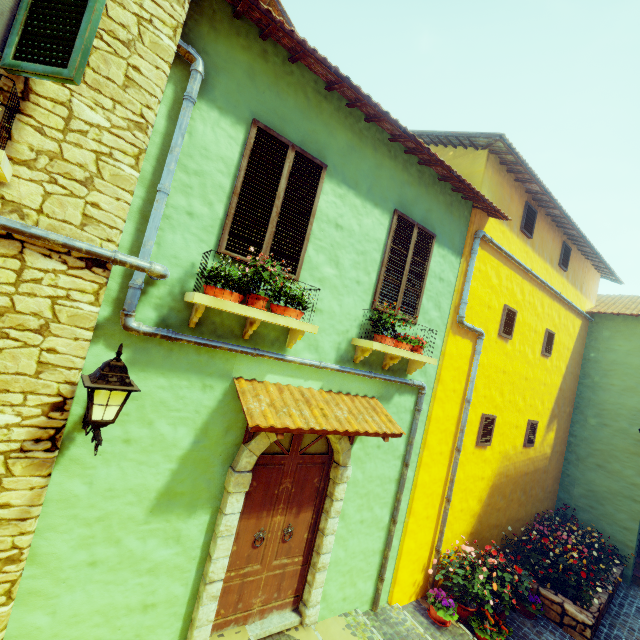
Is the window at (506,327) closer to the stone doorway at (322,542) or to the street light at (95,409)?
the stone doorway at (322,542)

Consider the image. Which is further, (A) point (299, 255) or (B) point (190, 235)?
(A) point (299, 255)

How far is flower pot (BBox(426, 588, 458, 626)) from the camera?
5.7 meters

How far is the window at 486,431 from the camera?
7.1 meters

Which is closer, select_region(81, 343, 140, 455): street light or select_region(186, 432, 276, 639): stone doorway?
select_region(81, 343, 140, 455): street light

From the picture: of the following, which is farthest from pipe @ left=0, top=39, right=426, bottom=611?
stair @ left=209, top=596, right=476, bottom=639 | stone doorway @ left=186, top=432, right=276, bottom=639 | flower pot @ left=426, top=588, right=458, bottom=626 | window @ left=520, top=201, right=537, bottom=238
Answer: window @ left=520, top=201, right=537, bottom=238

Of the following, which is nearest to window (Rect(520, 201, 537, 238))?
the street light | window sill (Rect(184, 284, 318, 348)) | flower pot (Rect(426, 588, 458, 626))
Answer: window sill (Rect(184, 284, 318, 348))

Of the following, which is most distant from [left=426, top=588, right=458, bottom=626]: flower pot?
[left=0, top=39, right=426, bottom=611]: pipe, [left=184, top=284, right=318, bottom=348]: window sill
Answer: [left=184, top=284, right=318, bottom=348]: window sill
